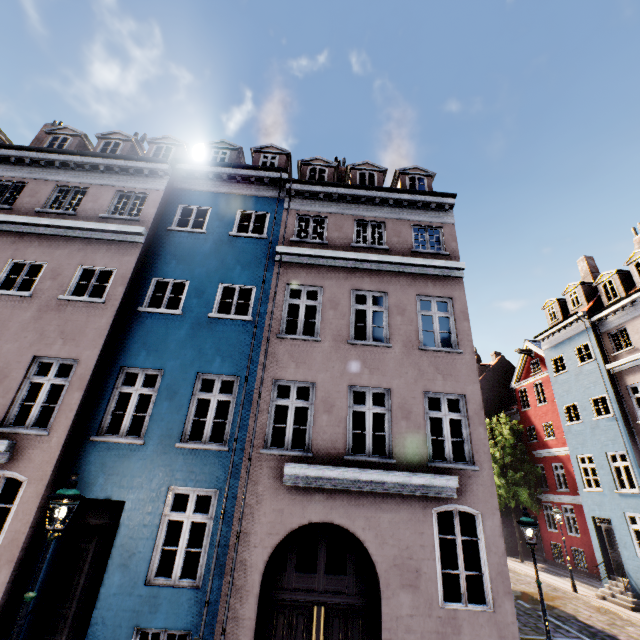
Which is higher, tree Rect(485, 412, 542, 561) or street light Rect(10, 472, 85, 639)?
tree Rect(485, 412, 542, 561)

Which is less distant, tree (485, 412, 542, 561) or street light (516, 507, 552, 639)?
street light (516, 507, 552, 639)

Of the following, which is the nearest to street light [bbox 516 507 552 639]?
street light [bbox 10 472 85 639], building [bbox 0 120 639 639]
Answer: building [bbox 0 120 639 639]

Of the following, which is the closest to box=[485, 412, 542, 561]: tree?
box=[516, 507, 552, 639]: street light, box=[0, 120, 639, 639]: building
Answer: box=[0, 120, 639, 639]: building

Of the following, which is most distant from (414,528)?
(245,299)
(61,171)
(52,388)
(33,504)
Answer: (52,388)

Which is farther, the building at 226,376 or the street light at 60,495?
the building at 226,376

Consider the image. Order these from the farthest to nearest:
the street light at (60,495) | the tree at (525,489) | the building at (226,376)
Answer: the tree at (525,489) < the building at (226,376) < the street light at (60,495)

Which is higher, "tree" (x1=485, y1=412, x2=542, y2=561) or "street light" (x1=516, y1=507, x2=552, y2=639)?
"tree" (x1=485, y1=412, x2=542, y2=561)
